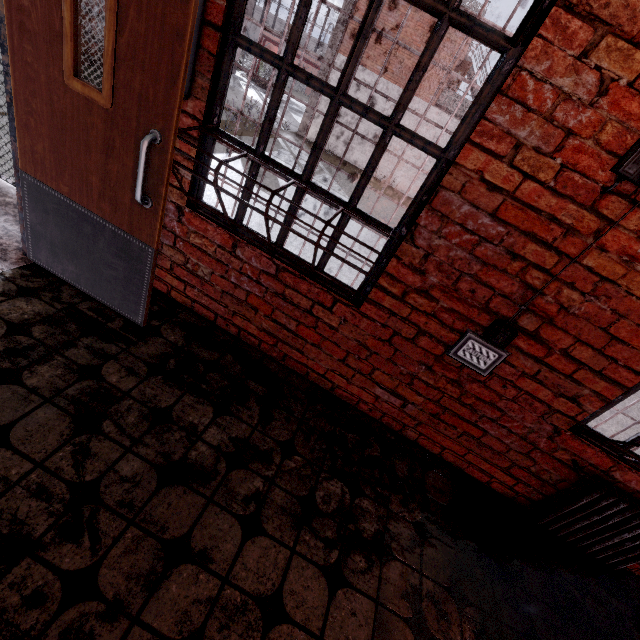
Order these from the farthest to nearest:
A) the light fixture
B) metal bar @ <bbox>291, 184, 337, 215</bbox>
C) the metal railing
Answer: the metal railing → metal bar @ <bbox>291, 184, 337, 215</bbox> → the light fixture

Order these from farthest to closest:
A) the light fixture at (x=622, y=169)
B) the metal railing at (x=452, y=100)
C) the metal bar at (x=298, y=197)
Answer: the metal railing at (x=452, y=100) → the metal bar at (x=298, y=197) → the light fixture at (x=622, y=169)

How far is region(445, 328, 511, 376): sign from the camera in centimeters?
201cm

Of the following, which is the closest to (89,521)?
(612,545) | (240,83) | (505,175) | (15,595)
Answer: (15,595)

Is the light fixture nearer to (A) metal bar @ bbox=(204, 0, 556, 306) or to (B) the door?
(A) metal bar @ bbox=(204, 0, 556, 306)

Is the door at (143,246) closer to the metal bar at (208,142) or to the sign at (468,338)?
the metal bar at (208,142)

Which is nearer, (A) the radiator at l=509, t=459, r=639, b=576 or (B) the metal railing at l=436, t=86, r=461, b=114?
(A) the radiator at l=509, t=459, r=639, b=576

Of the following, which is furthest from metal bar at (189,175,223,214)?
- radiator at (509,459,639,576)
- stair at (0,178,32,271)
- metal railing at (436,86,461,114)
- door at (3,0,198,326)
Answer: metal railing at (436,86,461,114)
